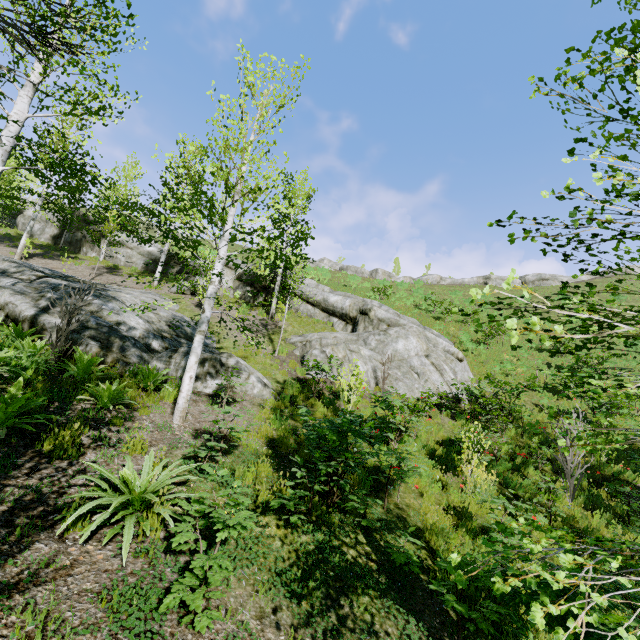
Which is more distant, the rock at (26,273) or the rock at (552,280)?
the rock at (552,280)

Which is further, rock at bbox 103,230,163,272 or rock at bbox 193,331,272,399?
rock at bbox 103,230,163,272

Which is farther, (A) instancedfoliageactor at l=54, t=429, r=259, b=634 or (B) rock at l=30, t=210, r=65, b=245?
(B) rock at l=30, t=210, r=65, b=245

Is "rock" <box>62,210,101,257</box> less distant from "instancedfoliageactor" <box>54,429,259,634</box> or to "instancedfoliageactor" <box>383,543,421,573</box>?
"instancedfoliageactor" <box>383,543,421,573</box>

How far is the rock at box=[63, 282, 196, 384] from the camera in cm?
739

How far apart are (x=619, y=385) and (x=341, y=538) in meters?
4.4

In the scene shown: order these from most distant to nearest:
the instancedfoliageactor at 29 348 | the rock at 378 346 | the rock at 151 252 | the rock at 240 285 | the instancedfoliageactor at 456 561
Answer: the rock at 151 252
the rock at 240 285
the rock at 378 346
the instancedfoliageactor at 29 348
the instancedfoliageactor at 456 561

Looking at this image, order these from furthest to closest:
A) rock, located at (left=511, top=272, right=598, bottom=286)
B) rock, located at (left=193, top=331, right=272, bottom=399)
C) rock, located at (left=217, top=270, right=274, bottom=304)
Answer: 1. rock, located at (left=511, top=272, right=598, bottom=286)
2. rock, located at (left=217, top=270, right=274, bottom=304)
3. rock, located at (left=193, top=331, right=272, bottom=399)
